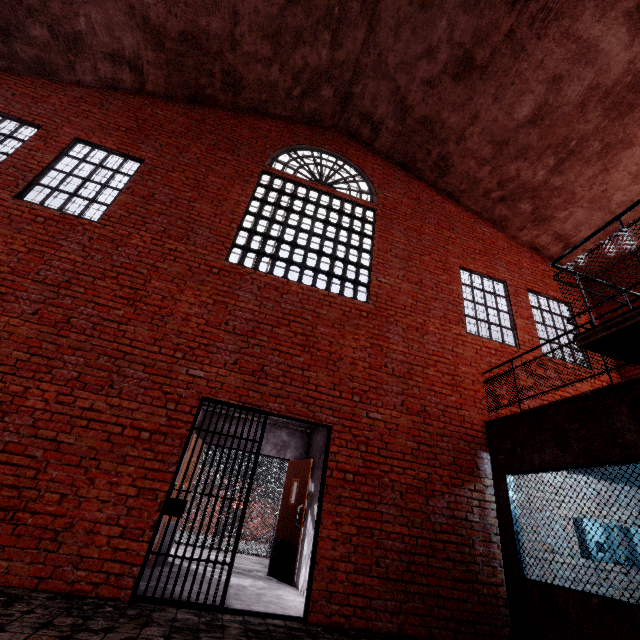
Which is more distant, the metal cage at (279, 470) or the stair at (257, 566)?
the metal cage at (279, 470)

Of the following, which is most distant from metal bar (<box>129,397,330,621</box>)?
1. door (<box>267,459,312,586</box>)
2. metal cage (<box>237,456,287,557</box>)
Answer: metal cage (<box>237,456,287,557</box>)

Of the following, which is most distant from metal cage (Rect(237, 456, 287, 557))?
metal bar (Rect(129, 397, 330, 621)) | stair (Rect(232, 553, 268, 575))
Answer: metal bar (Rect(129, 397, 330, 621))

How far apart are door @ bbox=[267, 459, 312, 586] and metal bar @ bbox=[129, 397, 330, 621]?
2.12m

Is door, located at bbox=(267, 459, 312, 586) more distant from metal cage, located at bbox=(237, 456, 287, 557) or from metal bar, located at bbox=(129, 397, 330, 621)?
metal bar, located at bbox=(129, 397, 330, 621)

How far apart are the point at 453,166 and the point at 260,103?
5.50m

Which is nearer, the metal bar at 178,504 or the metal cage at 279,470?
the metal bar at 178,504

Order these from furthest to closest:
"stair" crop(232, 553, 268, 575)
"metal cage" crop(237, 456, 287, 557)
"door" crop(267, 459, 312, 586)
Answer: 1. "metal cage" crop(237, 456, 287, 557)
2. "stair" crop(232, 553, 268, 575)
3. "door" crop(267, 459, 312, 586)
